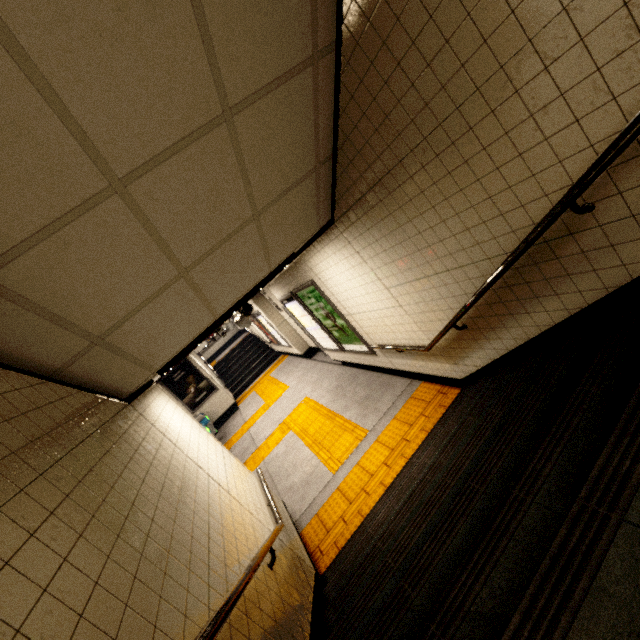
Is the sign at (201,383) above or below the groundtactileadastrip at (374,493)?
above

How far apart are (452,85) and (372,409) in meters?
5.0 m

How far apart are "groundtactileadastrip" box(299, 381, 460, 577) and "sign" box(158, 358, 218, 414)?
8.82m

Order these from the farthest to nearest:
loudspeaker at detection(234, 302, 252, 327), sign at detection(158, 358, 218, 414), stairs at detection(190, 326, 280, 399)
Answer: stairs at detection(190, 326, 280, 399), sign at detection(158, 358, 218, 414), loudspeaker at detection(234, 302, 252, 327)

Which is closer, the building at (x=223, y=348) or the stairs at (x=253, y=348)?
the stairs at (x=253, y=348)

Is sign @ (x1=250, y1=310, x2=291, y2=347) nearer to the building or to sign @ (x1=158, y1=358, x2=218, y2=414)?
sign @ (x1=158, y1=358, x2=218, y2=414)

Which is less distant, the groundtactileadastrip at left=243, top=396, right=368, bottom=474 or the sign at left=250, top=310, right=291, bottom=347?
the groundtactileadastrip at left=243, top=396, right=368, bottom=474

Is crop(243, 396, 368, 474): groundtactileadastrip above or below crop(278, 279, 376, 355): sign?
below
